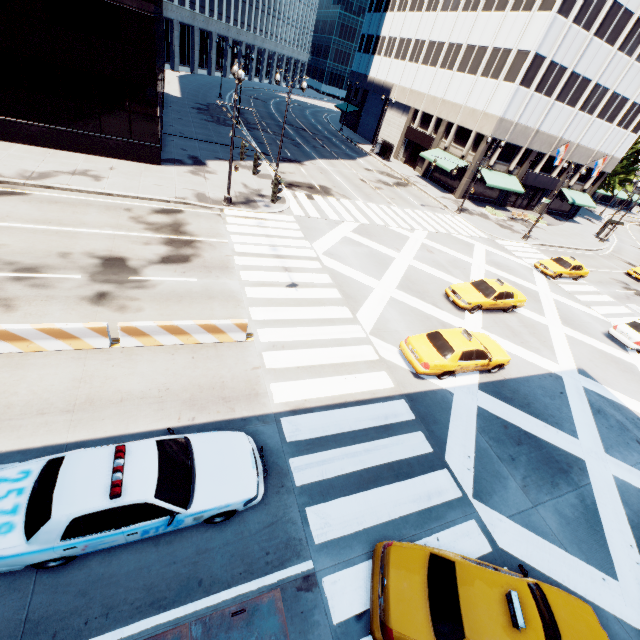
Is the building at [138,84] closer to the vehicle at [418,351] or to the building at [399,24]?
the vehicle at [418,351]

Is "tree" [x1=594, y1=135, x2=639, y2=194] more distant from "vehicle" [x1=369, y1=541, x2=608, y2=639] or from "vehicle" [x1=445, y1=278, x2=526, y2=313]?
"vehicle" [x1=369, y1=541, x2=608, y2=639]

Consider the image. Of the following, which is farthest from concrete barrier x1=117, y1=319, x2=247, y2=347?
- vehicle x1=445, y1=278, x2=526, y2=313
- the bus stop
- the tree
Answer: the bus stop

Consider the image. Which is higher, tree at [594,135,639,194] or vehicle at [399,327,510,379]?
tree at [594,135,639,194]

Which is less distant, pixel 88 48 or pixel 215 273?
pixel 215 273

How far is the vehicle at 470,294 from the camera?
17.64m

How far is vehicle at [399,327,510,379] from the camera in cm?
1241

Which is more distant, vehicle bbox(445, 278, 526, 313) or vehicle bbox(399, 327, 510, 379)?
vehicle bbox(445, 278, 526, 313)
